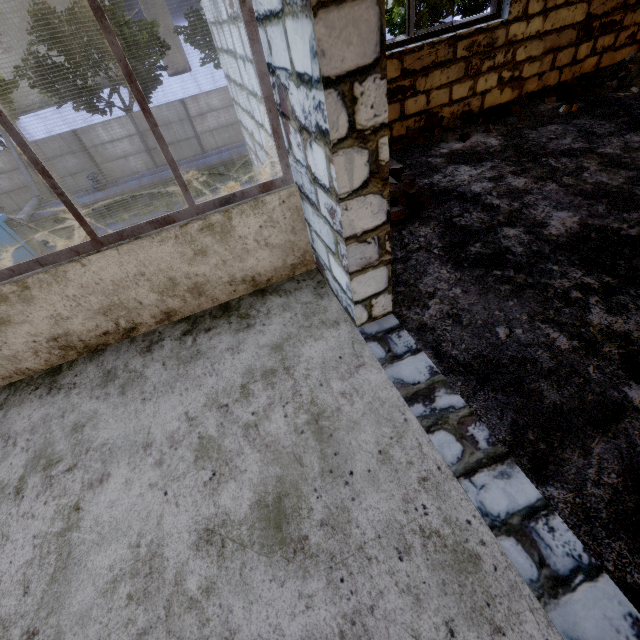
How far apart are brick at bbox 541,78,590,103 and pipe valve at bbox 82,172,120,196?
19.5 meters

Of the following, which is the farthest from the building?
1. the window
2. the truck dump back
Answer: the truck dump back

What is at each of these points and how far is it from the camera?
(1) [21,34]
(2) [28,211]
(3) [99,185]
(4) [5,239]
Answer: (1) storage tank, 56.0 meters
(2) lamp post, 15.5 meters
(3) pipe valve, 16.9 meters
(4) truck dump back, 12.0 meters

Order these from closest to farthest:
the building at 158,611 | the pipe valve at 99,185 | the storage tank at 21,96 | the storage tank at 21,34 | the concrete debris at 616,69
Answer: the building at 158,611 < the concrete debris at 616,69 < the pipe valve at 99,185 < the storage tank at 21,34 < the storage tank at 21,96

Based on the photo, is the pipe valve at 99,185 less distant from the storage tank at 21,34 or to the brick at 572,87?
the brick at 572,87

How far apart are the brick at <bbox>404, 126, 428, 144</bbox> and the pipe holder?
16.8 meters

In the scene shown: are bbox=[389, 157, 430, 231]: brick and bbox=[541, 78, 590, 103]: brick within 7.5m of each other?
yes

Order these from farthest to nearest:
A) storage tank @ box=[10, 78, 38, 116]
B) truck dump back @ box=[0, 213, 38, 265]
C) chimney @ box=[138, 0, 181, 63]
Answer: storage tank @ box=[10, 78, 38, 116]
chimney @ box=[138, 0, 181, 63]
truck dump back @ box=[0, 213, 38, 265]
